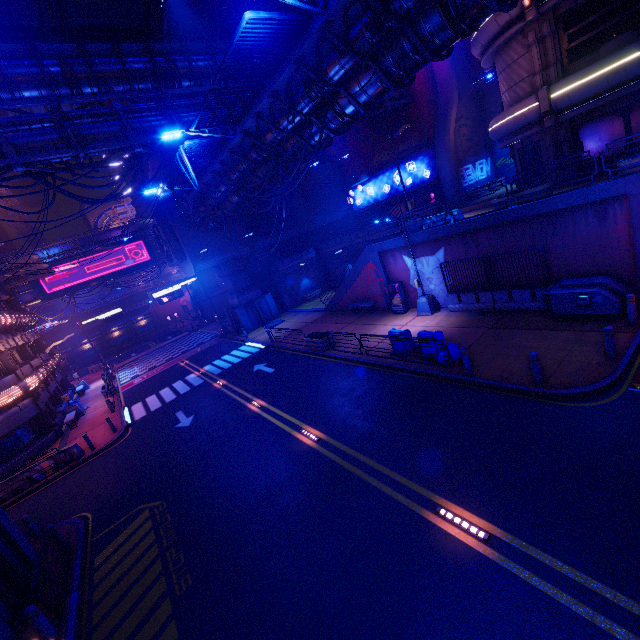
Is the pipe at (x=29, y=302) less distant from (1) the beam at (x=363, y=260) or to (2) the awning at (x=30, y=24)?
(1) the beam at (x=363, y=260)

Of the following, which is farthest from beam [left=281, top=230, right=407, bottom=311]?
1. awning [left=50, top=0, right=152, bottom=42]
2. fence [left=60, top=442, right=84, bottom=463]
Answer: fence [left=60, top=442, right=84, bottom=463]

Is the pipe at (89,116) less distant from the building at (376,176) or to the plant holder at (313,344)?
the building at (376,176)

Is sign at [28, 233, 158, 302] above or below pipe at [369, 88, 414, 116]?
below

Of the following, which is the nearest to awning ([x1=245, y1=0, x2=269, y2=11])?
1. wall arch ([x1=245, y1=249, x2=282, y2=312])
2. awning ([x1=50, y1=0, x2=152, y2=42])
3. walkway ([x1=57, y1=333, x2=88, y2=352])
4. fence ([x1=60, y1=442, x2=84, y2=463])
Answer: awning ([x1=50, y1=0, x2=152, y2=42])

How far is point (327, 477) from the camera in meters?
9.8

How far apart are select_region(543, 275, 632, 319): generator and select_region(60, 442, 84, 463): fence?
24.3 meters

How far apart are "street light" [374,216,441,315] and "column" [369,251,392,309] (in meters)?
2.13
